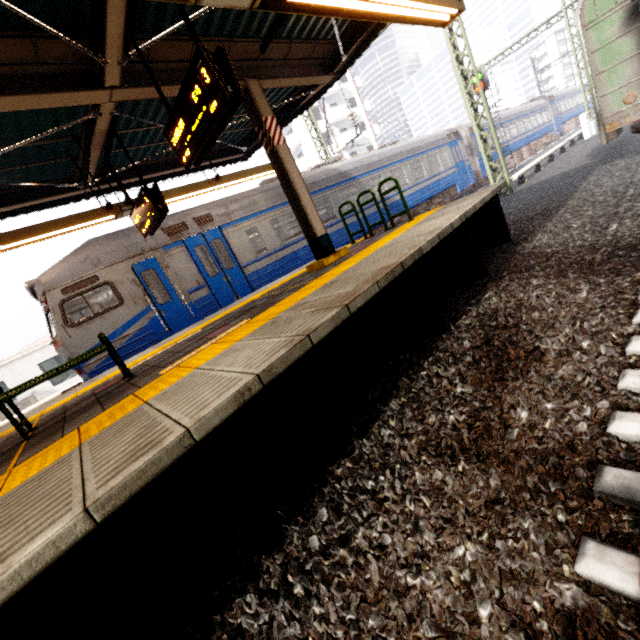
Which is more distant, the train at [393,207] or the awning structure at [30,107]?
the train at [393,207]

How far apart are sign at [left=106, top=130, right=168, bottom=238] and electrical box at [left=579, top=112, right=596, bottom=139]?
24.7m

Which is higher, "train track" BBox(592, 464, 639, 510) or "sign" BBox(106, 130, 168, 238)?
"sign" BBox(106, 130, 168, 238)

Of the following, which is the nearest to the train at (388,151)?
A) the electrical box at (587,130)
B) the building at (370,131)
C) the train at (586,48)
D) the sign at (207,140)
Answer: the sign at (207,140)

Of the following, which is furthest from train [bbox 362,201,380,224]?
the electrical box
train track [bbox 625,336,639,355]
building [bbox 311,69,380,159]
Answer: building [bbox 311,69,380,159]

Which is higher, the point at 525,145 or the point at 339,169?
the point at 339,169

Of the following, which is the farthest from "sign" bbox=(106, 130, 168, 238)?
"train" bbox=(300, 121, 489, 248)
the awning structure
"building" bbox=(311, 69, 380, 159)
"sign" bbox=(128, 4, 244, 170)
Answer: "building" bbox=(311, 69, 380, 159)

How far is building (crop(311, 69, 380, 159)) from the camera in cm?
3875
